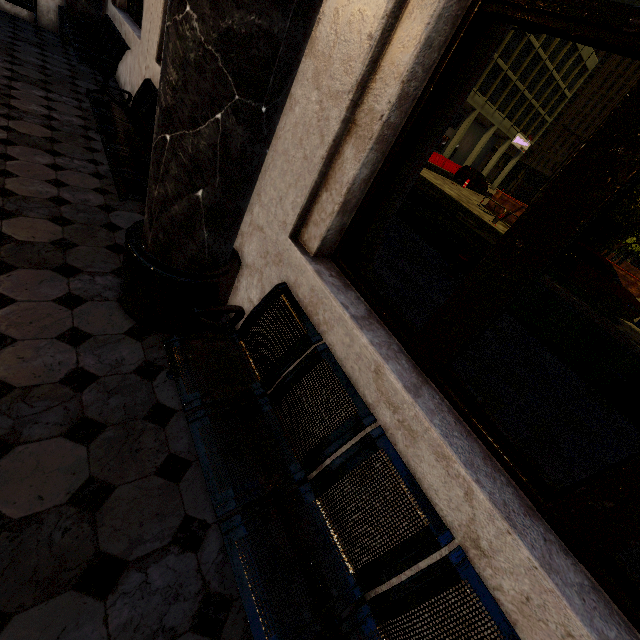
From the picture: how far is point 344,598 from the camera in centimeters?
127cm

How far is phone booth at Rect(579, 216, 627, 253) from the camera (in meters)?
15.38

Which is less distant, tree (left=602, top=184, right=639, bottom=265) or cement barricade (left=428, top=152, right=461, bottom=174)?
tree (left=602, top=184, right=639, bottom=265)

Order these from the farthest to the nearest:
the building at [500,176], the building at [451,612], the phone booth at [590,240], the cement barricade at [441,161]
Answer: the building at [500,176]
the cement barricade at [441,161]
the phone booth at [590,240]
the building at [451,612]

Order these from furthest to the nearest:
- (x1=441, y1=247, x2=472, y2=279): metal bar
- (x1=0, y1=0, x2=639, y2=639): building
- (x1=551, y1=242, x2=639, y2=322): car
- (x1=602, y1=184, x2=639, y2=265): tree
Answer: (x1=602, y1=184, x2=639, y2=265): tree → (x1=551, y1=242, x2=639, y2=322): car → (x1=441, y1=247, x2=472, y2=279): metal bar → (x1=0, y1=0, x2=639, y2=639): building

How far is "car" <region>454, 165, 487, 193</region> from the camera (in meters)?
Answer: 27.55

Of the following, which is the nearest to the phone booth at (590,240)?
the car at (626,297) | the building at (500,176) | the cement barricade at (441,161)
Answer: the car at (626,297)

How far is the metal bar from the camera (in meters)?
6.33
